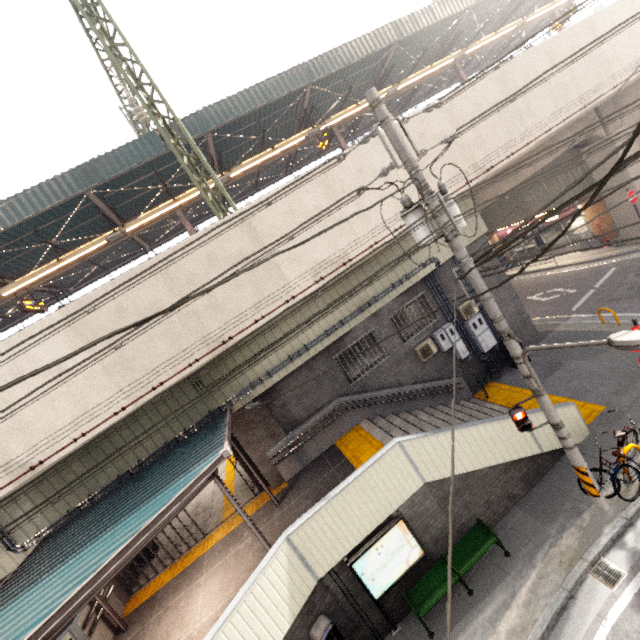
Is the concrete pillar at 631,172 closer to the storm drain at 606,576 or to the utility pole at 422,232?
the utility pole at 422,232

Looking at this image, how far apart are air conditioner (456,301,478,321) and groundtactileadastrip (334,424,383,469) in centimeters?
589cm

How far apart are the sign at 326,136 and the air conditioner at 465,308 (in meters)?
9.55

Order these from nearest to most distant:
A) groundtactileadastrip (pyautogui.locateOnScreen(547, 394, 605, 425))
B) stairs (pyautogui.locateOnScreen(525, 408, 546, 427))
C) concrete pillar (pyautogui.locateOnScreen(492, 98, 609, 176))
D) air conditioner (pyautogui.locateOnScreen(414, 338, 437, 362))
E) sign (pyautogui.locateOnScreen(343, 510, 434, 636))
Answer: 1. sign (pyautogui.locateOnScreen(343, 510, 434, 636))
2. stairs (pyautogui.locateOnScreen(525, 408, 546, 427))
3. groundtactileadastrip (pyautogui.locateOnScreen(547, 394, 605, 425))
4. air conditioner (pyautogui.locateOnScreen(414, 338, 437, 362))
5. concrete pillar (pyautogui.locateOnScreen(492, 98, 609, 176))

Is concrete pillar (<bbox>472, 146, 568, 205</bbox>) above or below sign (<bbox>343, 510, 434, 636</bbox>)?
above

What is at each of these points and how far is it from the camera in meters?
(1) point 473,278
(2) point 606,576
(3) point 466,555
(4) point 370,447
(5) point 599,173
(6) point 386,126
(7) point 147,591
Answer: (1) utility pole, 6.0 m
(2) storm drain, 5.9 m
(3) bench, 7.0 m
(4) groundtactileadastrip, 9.7 m
(5) concrete pillar, 15.9 m
(6) utility pole, 5.6 m
(7) groundtactileadastrip, 9.7 m

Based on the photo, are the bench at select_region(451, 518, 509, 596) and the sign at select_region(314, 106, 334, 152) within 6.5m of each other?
no

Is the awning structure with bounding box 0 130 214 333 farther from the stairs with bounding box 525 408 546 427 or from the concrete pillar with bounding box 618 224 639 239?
the stairs with bounding box 525 408 546 427
